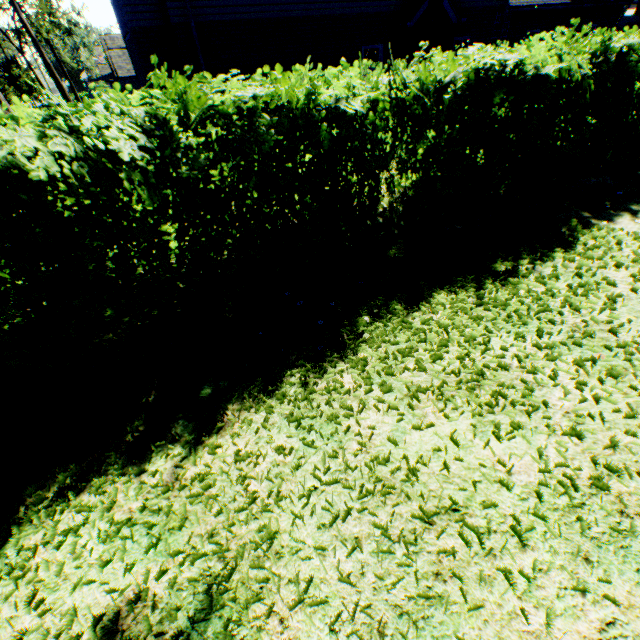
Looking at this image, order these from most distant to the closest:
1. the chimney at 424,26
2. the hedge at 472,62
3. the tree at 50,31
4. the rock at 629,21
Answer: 1. the rock at 629,21
2. the tree at 50,31
3. the chimney at 424,26
4. the hedge at 472,62

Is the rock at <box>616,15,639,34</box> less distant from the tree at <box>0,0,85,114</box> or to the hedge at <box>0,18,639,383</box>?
the hedge at <box>0,18,639,383</box>

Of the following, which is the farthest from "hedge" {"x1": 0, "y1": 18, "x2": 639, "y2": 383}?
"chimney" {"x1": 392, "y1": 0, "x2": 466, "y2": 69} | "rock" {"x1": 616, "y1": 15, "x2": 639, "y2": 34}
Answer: "rock" {"x1": 616, "y1": 15, "x2": 639, "y2": 34}

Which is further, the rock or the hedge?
the rock

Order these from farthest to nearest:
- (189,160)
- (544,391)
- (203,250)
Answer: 1. (203,250)
2. (189,160)
3. (544,391)

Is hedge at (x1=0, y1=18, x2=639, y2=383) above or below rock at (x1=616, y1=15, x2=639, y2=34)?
below

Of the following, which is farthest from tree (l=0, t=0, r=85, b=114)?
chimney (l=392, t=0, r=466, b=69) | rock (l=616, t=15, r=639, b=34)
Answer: rock (l=616, t=15, r=639, b=34)

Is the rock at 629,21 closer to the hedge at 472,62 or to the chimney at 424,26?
the hedge at 472,62
